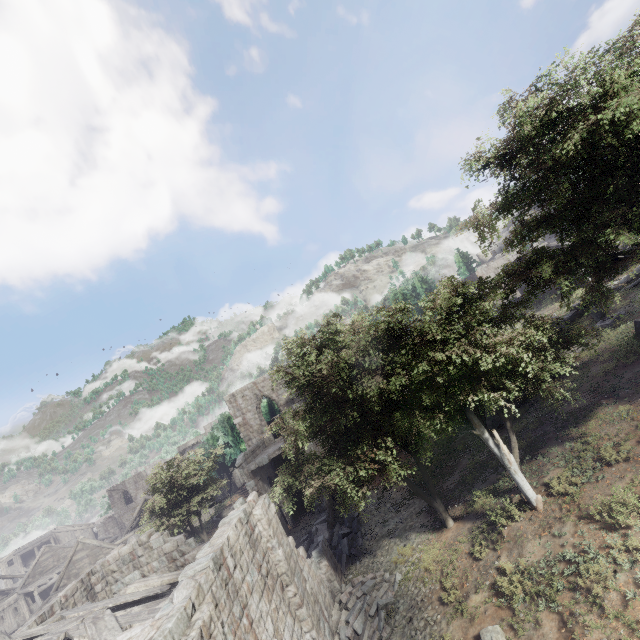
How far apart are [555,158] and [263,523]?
15.7m

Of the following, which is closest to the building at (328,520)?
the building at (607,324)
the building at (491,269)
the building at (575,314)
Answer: the building at (607,324)

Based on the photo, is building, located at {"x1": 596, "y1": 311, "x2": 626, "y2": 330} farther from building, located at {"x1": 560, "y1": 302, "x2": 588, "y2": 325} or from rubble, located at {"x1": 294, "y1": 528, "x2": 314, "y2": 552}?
rubble, located at {"x1": 294, "y1": 528, "x2": 314, "y2": 552}

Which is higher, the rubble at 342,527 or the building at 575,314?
the building at 575,314

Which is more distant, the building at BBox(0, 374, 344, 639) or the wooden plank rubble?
the wooden plank rubble

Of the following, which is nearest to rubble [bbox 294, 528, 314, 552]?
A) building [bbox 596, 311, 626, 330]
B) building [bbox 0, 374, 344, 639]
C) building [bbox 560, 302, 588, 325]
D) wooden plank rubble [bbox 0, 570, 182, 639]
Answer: building [bbox 0, 374, 344, 639]

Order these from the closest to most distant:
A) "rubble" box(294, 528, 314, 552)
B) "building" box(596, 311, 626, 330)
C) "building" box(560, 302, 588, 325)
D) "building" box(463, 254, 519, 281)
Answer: "rubble" box(294, 528, 314, 552) < "building" box(596, 311, 626, 330) < "building" box(560, 302, 588, 325) < "building" box(463, 254, 519, 281)

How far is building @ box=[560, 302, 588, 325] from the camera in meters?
25.0 m
